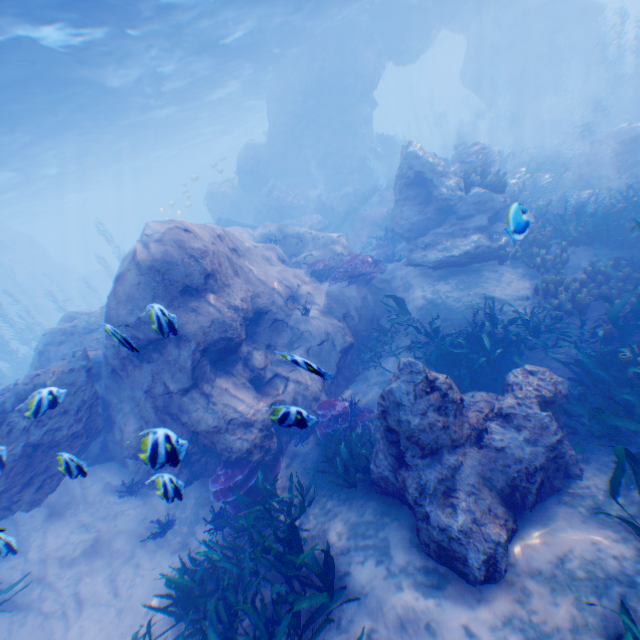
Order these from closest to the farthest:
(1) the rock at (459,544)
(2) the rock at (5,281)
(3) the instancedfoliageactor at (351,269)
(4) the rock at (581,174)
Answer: (1) the rock at (459,544) → (3) the instancedfoliageactor at (351,269) → (4) the rock at (581,174) → (2) the rock at (5,281)

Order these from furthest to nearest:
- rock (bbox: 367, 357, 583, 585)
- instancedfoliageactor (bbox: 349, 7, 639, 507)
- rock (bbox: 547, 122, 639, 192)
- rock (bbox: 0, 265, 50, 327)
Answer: rock (bbox: 0, 265, 50, 327) → rock (bbox: 547, 122, 639, 192) → instancedfoliageactor (bbox: 349, 7, 639, 507) → rock (bbox: 367, 357, 583, 585)

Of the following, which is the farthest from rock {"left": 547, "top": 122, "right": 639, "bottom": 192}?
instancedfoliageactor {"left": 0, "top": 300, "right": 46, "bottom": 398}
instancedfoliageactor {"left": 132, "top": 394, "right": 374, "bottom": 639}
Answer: instancedfoliageactor {"left": 132, "top": 394, "right": 374, "bottom": 639}

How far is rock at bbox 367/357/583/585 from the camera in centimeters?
441cm

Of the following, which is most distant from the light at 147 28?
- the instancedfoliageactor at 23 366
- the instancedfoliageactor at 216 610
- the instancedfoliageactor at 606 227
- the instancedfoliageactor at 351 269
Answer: the instancedfoliageactor at 216 610

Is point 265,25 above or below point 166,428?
above

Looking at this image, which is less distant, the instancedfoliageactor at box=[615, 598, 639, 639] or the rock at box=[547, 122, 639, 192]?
the instancedfoliageactor at box=[615, 598, 639, 639]

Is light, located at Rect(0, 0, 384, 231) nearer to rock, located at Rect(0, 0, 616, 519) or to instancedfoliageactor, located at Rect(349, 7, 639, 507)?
rock, located at Rect(0, 0, 616, 519)
